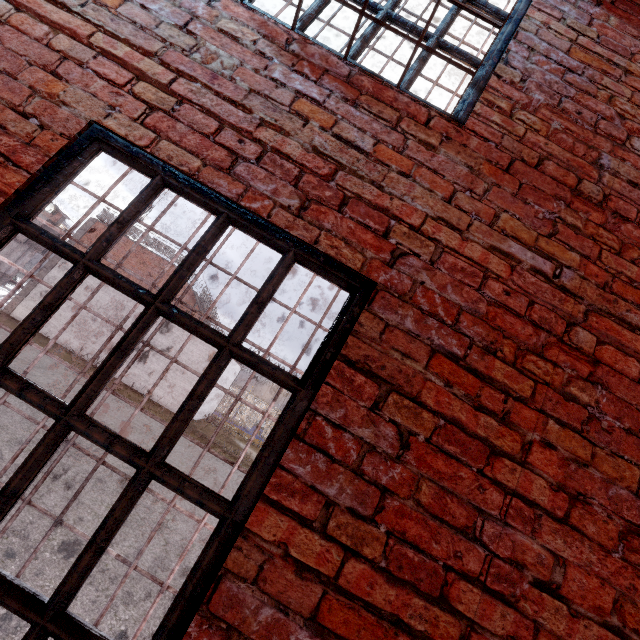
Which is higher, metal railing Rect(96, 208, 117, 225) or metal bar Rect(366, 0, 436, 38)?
metal railing Rect(96, 208, 117, 225)

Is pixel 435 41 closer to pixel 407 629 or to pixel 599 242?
pixel 599 242

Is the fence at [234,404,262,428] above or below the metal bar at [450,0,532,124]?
below

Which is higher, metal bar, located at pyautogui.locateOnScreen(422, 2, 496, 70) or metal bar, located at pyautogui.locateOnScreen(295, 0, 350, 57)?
metal bar, located at pyautogui.locateOnScreen(422, 2, 496, 70)

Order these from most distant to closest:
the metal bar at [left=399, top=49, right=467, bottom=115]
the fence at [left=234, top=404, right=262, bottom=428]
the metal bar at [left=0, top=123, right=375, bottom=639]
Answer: the fence at [left=234, top=404, right=262, bottom=428] → the metal bar at [left=399, top=49, right=467, bottom=115] → the metal bar at [left=0, top=123, right=375, bottom=639]

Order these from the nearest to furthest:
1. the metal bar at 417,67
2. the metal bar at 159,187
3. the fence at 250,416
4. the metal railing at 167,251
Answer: the metal bar at 159,187
the metal bar at 417,67
the metal railing at 167,251
the fence at 250,416

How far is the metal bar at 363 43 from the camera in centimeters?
166cm
